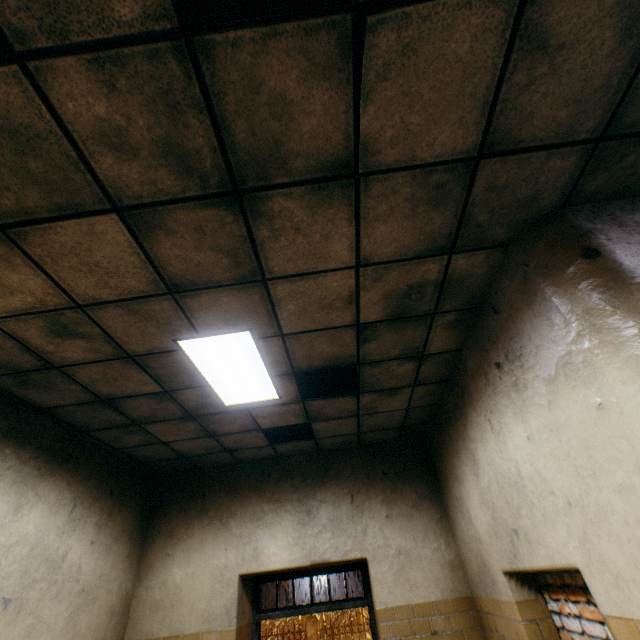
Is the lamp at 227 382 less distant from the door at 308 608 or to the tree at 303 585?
the door at 308 608

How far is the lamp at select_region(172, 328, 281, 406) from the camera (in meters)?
2.74

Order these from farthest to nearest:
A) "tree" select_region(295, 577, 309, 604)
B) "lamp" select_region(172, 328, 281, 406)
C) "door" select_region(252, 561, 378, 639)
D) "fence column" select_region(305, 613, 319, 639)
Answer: "tree" select_region(295, 577, 309, 604), "fence column" select_region(305, 613, 319, 639), "door" select_region(252, 561, 378, 639), "lamp" select_region(172, 328, 281, 406)

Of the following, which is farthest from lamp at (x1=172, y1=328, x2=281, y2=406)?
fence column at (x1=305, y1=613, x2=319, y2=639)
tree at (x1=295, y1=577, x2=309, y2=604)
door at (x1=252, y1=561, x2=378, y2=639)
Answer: tree at (x1=295, y1=577, x2=309, y2=604)

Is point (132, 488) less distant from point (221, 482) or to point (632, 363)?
point (221, 482)

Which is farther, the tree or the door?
the tree

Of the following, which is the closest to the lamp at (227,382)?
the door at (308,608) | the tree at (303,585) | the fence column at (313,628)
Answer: the door at (308,608)

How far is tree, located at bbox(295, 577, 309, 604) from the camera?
20.64m
